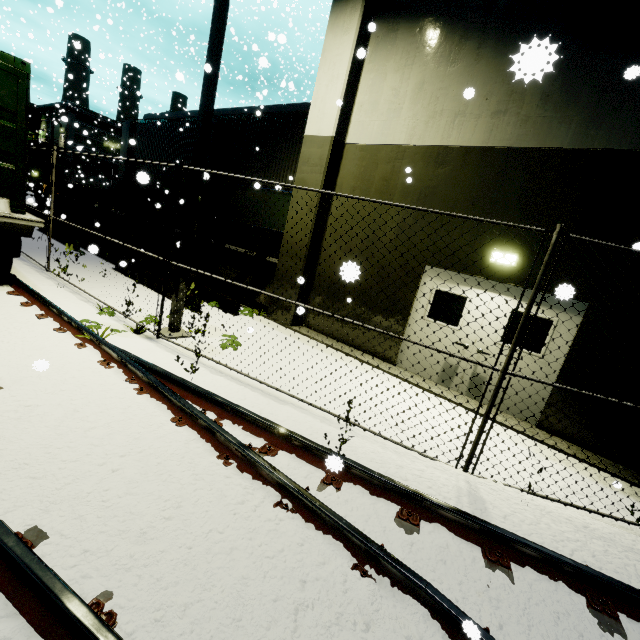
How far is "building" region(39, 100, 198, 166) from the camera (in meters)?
15.27

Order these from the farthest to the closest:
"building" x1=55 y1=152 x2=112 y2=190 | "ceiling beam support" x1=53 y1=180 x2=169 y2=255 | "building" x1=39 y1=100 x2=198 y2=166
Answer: "building" x1=55 y1=152 x2=112 y2=190 < "building" x1=39 y1=100 x2=198 y2=166 < "ceiling beam support" x1=53 y1=180 x2=169 y2=255

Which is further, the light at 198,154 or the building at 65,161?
the building at 65,161

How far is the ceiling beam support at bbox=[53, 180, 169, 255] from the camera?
12.2m

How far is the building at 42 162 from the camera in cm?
4981

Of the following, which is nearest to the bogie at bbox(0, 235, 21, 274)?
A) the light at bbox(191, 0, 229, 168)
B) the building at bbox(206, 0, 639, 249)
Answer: the building at bbox(206, 0, 639, 249)

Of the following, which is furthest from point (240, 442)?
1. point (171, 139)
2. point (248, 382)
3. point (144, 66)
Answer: point (144, 66)
